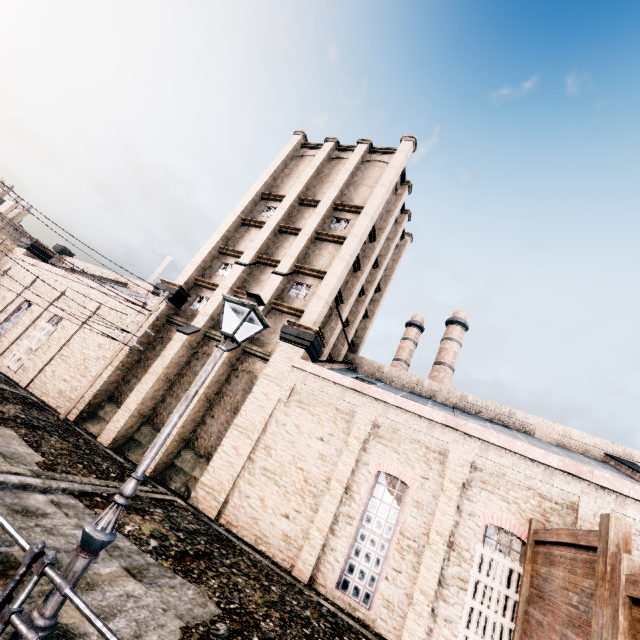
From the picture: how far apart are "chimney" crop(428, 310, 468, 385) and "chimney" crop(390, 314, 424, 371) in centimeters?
253cm

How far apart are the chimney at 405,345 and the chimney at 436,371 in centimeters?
253cm

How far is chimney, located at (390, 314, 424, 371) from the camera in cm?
4362

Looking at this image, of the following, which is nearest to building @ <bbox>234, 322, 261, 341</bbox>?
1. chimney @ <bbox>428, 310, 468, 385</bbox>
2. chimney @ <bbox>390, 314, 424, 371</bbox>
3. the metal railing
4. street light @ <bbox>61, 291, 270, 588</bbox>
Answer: street light @ <bbox>61, 291, 270, 588</bbox>

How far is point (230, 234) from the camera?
25.66m

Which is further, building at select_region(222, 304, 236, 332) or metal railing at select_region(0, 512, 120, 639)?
building at select_region(222, 304, 236, 332)

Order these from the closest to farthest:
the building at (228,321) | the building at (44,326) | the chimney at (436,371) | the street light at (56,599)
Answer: the street light at (56,599), the building at (44,326), the building at (228,321), the chimney at (436,371)

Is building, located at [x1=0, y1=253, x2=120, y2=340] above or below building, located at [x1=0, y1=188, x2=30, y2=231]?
below
